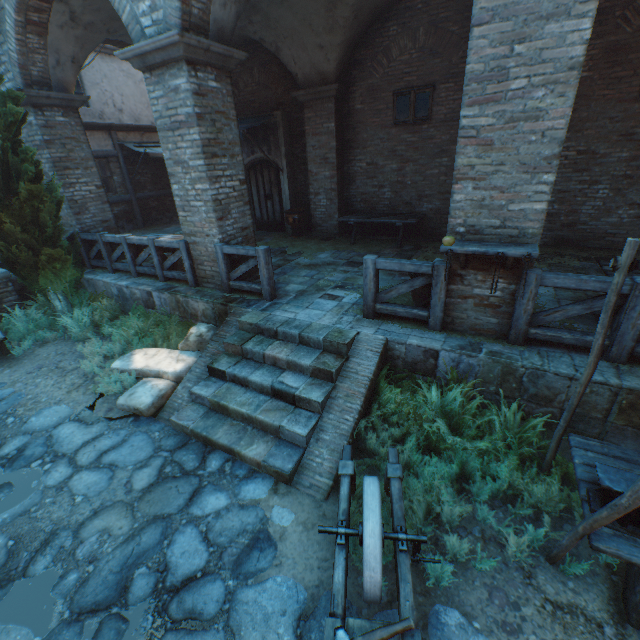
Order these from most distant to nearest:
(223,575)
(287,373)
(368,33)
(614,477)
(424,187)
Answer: (424,187)
(368,33)
(287,373)
(223,575)
(614,477)

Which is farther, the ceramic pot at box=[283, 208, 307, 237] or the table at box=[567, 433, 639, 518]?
the ceramic pot at box=[283, 208, 307, 237]

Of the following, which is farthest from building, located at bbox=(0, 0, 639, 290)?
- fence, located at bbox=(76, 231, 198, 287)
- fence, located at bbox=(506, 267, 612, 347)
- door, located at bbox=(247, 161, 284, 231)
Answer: fence, located at bbox=(506, 267, 612, 347)

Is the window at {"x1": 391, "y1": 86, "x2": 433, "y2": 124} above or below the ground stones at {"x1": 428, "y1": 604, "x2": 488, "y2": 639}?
above

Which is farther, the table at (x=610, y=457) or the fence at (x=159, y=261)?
the fence at (x=159, y=261)

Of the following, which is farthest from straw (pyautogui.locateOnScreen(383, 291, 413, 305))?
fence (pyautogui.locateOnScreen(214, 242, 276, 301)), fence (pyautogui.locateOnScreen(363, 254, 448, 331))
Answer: fence (pyautogui.locateOnScreen(363, 254, 448, 331))

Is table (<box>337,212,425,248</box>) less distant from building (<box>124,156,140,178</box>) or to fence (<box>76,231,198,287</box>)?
fence (<box>76,231,198,287</box>)

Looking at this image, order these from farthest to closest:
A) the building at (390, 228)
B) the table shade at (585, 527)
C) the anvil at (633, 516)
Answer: the building at (390, 228) → the anvil at (633, 516) → the table shade at (585, 527)
